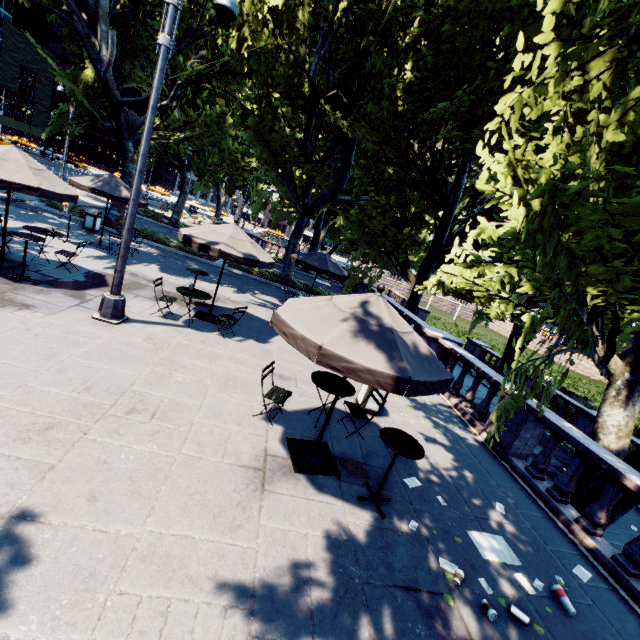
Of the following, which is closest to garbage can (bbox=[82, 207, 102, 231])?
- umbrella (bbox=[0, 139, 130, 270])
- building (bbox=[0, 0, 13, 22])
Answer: umbrella (bbox=[0, 139, 130, 270])

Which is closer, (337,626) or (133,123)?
(337,626)

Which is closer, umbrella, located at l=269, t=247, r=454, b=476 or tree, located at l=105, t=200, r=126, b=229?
umbrella, located at l=269, t=247, r=454, b=476

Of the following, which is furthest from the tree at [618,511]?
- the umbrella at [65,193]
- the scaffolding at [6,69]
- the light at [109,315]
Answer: the scaffolding at [6,69]

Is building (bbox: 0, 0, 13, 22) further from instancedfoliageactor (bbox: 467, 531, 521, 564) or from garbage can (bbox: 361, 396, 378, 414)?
instancedfoliageactor (bbox: 467, 531, 521, 564)

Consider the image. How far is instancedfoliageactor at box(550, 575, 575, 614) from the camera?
4.32m

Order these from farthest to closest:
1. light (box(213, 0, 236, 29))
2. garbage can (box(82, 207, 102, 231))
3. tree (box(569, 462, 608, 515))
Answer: A:
garbage can (box(82, 207, 102, 231))
tree (box(569, 462, 608, 515))
light (box(213, 0, 236, 29))

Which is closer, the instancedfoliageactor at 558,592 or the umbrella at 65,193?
the instancedfoliageactor at 558,592
